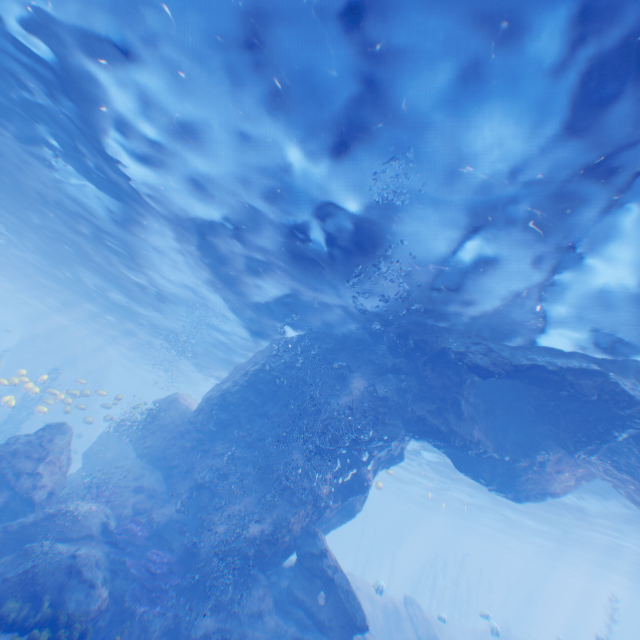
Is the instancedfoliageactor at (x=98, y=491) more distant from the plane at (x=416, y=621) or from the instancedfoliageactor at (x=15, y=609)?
the plane at (x=416, y=621)

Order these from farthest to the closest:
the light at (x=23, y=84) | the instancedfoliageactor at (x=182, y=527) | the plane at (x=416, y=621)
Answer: the plane at (x=416, y=621), the instancedfoliageactor at (x=182, y=527), the light at (x=23, y=84)

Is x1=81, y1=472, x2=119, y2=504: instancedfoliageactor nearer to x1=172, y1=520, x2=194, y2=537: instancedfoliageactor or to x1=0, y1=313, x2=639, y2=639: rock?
x1=0, y1=313, x2=639, y2=639: rock

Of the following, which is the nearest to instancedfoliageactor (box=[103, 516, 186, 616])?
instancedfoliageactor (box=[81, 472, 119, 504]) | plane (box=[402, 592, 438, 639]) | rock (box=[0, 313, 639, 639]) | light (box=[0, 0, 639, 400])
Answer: rock (box=[0, 313, 639, 639])

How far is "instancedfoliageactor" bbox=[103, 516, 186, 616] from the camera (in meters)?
9.20

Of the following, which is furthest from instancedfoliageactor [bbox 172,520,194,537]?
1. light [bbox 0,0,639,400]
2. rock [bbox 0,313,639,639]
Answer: light [bbox 0,0,639,400]

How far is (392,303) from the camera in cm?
1092

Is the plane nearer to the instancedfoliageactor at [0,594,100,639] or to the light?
the light
